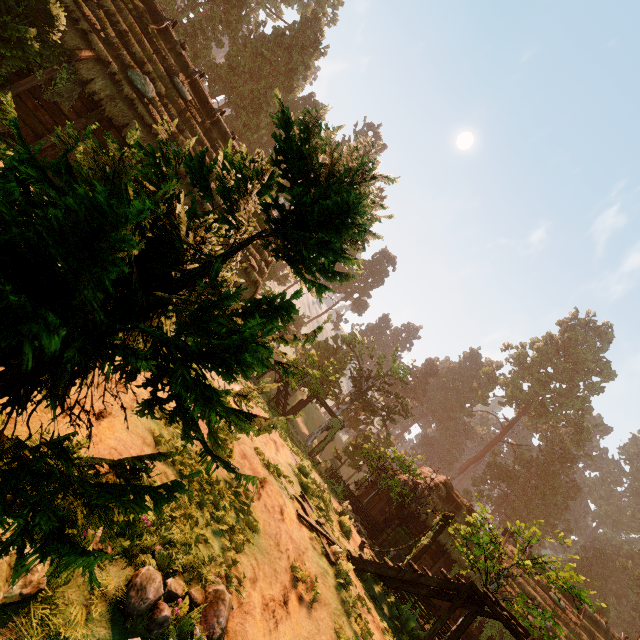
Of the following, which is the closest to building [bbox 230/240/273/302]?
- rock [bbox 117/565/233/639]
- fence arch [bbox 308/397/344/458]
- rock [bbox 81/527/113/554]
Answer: fence arch [bbox 308/397/344/458]

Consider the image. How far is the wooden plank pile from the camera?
7.6 meters

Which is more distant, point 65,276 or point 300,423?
point 300,423

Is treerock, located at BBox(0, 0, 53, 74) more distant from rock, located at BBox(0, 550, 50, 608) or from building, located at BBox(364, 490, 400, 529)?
rock, located at BBox(0, 550, 50, 608)

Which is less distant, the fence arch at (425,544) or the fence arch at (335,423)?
the fence arch at (425,544)

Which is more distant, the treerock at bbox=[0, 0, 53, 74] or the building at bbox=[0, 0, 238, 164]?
the building at bbox=[0, 0, 238, 164]

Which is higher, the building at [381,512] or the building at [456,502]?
the building at [456,502]

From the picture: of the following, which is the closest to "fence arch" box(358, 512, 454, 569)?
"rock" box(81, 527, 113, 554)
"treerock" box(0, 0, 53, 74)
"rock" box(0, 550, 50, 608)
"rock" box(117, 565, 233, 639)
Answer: "treerock" box(0, 0, 53, 74)
